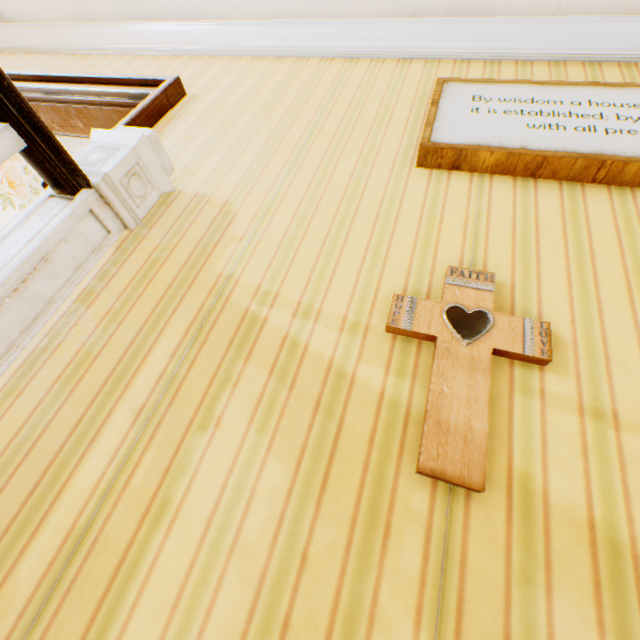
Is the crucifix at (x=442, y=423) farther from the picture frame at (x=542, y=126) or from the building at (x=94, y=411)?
the picture frame at (x=542, y=126)

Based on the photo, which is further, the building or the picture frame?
the picture frame

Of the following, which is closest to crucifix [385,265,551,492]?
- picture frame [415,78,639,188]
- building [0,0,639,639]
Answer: building [0,0,639,639]

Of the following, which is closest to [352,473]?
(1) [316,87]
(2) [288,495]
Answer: (2) [288,495]

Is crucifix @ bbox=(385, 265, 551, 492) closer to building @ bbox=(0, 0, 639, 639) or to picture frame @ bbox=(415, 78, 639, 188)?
building @ bbox=(0, 0, 639, 639)

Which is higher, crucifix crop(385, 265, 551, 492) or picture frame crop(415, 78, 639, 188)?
picture frame crop(415, 78, 639, 188)

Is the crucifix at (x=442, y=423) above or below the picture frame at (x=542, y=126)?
below

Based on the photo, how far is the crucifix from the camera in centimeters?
74cm
